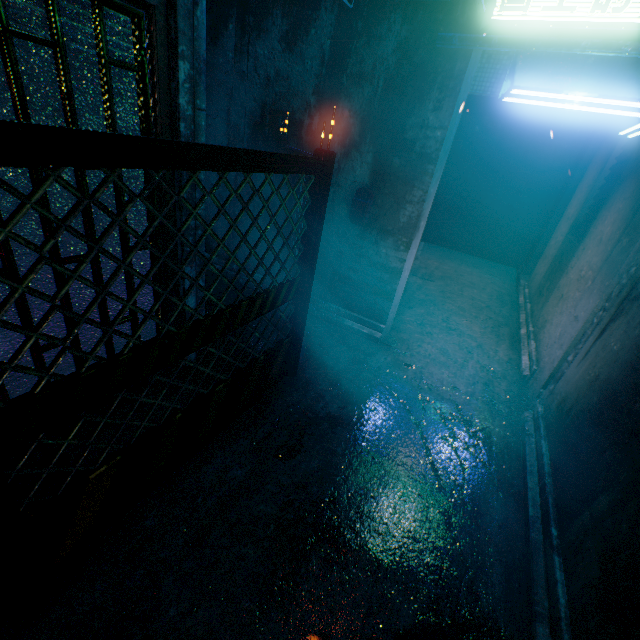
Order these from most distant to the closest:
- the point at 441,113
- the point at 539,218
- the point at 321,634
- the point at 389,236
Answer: the point at 539,218 → the point at 389,236 → the point at 441,113 → the point at 321,634

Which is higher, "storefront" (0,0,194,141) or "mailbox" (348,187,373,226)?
"storefront" (0,0,194,141)

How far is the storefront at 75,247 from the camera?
1.68m

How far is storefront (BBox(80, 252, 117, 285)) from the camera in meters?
1.9

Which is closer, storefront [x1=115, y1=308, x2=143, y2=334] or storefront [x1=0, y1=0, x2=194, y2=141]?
storefront [x1=0, y1=0, x2=194, y2=141]

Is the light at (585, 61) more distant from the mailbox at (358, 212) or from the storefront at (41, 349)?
the storefront at (41, 349)

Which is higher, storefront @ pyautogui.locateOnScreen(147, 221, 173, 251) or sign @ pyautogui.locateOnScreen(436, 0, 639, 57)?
sign @ pyautogui.locateOnScreen(436, 0, 639, 57)

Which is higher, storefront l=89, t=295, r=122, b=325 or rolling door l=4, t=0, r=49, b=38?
rolling door l=4, t=0, r=49, b=38
